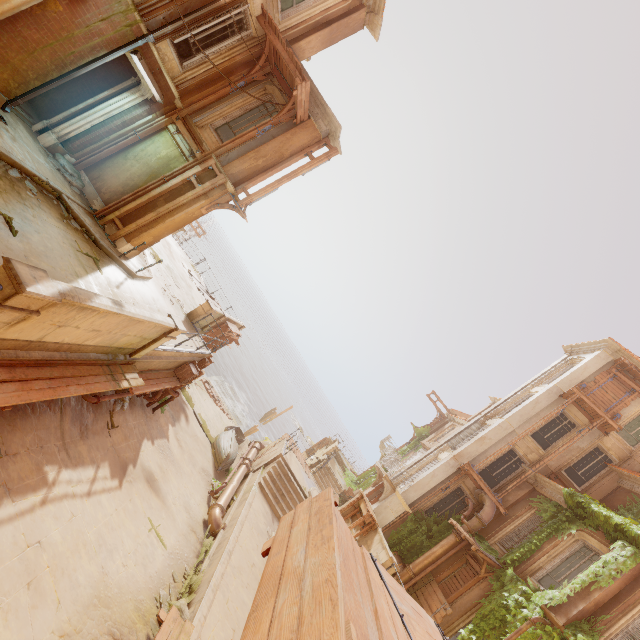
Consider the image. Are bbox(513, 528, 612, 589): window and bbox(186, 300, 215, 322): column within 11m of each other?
no

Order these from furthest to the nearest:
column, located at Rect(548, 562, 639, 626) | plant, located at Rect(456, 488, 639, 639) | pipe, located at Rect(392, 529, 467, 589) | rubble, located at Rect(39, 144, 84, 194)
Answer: pipe, located at Rect(392, 529, 467, 589), plant, located at Rect(456, 488, 639, 639), column, located at Rect(548, 562, 639, 626), rubble, located at Rect(39, 144, 84, 194)

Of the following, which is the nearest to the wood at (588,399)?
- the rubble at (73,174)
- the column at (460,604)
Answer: the column at (460,604)

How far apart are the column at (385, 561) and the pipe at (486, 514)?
5.6 meters

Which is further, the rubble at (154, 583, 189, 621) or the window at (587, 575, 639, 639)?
the window at (587, 575, 639, 639)

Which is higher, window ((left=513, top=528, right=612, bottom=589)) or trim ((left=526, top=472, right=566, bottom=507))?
trim ((left=526, top=472, right=566, bottom=507))

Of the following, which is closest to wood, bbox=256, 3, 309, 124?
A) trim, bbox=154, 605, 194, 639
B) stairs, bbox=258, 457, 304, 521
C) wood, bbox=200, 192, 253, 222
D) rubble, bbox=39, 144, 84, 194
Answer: wood, bbox=200, 192, 253, 222

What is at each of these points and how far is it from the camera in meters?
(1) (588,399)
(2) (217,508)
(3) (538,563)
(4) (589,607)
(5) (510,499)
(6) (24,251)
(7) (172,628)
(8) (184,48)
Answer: (1) wood, 17.5
(2) pipe, 13.3
(3) window, 13.3
(4) column, 10.8
(5) column, 16.5
(6) building, 6.5
(7) trim, 7.2
(8) pillar, 11.4
